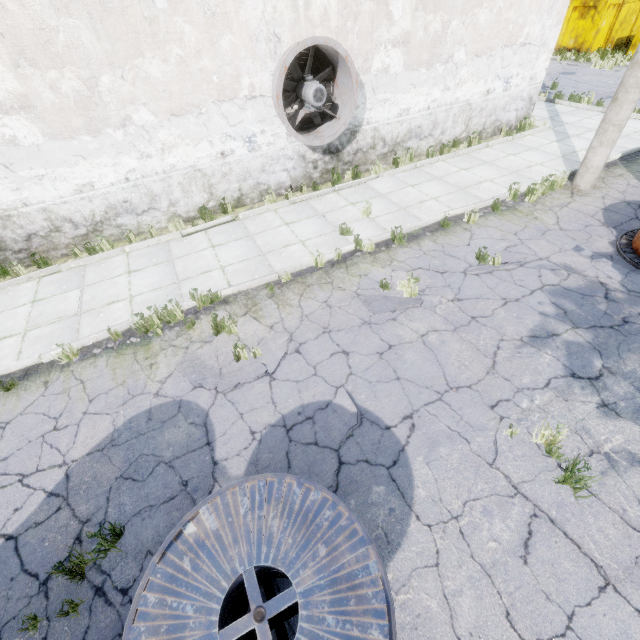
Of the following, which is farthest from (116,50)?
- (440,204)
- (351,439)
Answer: (351,439)

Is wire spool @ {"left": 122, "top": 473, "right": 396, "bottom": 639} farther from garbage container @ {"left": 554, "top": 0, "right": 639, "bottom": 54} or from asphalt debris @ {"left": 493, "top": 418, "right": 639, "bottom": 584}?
garbage container @ {"left": 554, "top": 0, "right": 639, "bottom": 54}

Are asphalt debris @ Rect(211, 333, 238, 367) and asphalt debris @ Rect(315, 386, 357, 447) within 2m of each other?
yes

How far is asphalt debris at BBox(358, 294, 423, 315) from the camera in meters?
5.6 m

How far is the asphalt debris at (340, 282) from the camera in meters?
6.5

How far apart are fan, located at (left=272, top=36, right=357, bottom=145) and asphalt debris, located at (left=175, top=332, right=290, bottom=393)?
5.1m

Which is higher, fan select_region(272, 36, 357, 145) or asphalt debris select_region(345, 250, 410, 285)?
fan select_region(272, 36, 357, 145)

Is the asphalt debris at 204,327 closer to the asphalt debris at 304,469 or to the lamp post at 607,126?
the asphalt debris at 304,469
